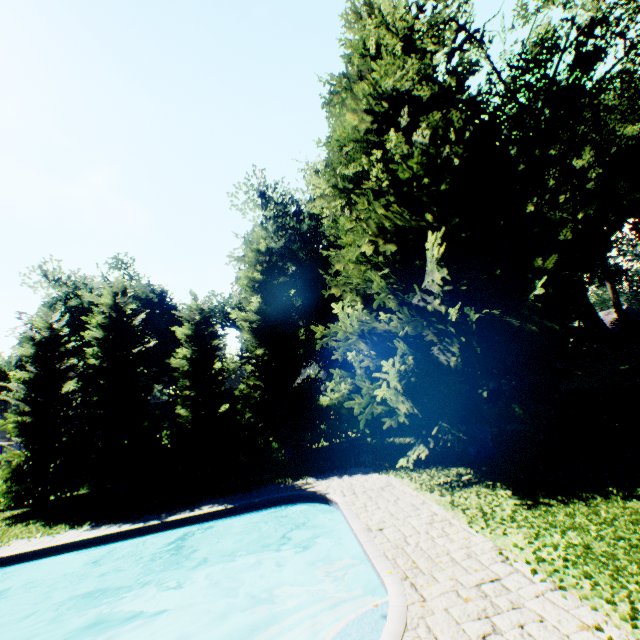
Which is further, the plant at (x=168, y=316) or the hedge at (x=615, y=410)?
the plant at (x=168, y=316)

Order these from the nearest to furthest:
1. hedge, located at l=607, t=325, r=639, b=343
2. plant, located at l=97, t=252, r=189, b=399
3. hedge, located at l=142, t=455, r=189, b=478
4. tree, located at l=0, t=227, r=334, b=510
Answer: tree, located at l=0, t=227, r=334, b=510
hedge, located at l=142, t=455, r=189, b=478
hedge, located at l=607, t=325, r=639, b=343
plant, located at l=97, t=252, r=189, b=399

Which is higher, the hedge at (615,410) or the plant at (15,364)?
the plant at (15,364)

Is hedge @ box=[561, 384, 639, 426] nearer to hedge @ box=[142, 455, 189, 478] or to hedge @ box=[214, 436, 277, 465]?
hedge @ box=[214, 436, 277, 465]

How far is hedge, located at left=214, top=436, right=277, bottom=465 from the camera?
22.9 meters

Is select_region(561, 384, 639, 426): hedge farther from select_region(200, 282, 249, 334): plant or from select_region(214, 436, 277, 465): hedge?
select_region(200, 282, 249, 334): plant

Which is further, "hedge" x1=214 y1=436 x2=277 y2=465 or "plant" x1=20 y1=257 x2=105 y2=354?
"plant" x1=20 y1=257 x2=105 y2=354

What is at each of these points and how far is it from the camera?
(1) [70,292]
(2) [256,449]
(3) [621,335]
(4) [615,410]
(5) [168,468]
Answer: (1) plant, 34.2 meters
(2) hedge, 23.2 meters
(3) hedge, 30.2 meters
(4) hedge, 14.8 meters
(5) hedge, 22.2 meters
